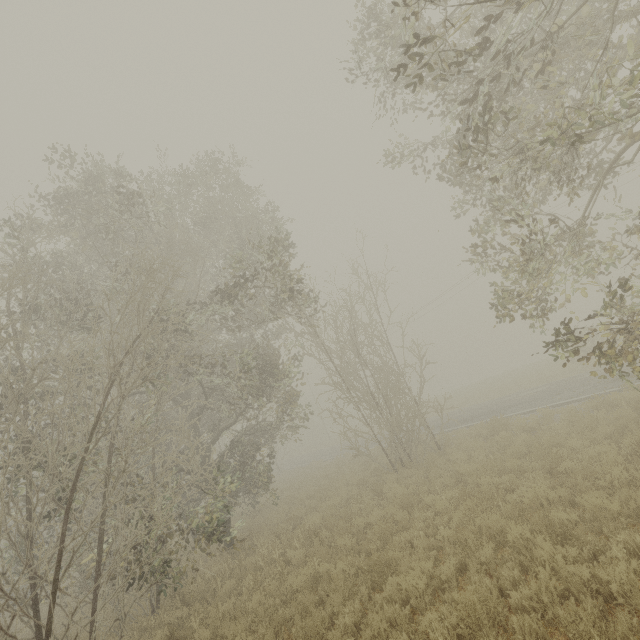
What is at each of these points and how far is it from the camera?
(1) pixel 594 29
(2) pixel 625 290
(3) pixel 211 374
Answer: (1) tree, 7.1m
(2) tree, 6.2m
(3) tree, 11.6m

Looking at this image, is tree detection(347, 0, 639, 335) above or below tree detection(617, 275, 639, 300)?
above

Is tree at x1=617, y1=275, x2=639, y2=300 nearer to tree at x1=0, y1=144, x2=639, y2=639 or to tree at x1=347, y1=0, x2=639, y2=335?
tree at x1=347, y1=0, x2=639, y2=335

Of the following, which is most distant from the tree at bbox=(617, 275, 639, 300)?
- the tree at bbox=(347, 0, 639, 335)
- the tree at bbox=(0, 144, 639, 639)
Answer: Answer: the tree at bbox=(0, 144, 639, 639)

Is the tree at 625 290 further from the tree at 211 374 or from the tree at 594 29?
the tree at 211 374

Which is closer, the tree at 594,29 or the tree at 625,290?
the tree at 594,29
